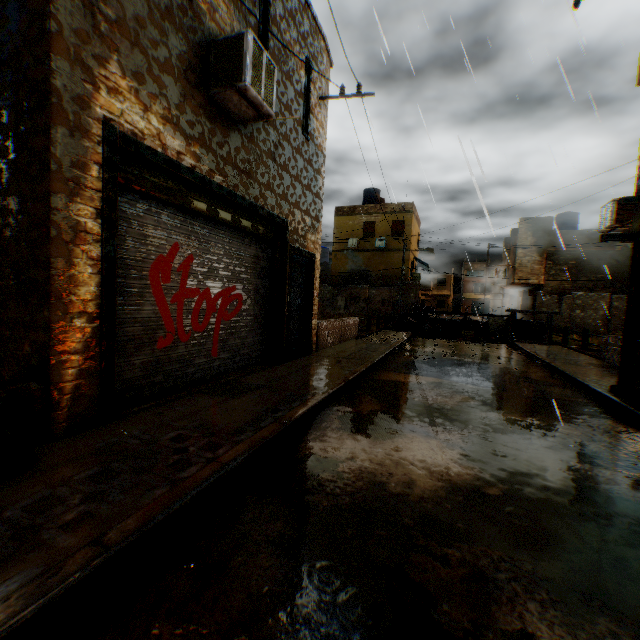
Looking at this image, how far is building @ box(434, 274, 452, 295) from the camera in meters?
58.7

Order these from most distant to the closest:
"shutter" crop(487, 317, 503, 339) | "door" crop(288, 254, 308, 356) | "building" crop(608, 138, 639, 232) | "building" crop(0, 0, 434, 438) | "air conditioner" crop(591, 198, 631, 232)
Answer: "shutter" crop(487, 317, 503, 339) < "air conditioner" crop(591, 198, 631, 232) < "door" crop(288, 254, 308, 356) < "building" crop(608, 138, 639, 232) < "building" crop(0, 0, 434, 438)

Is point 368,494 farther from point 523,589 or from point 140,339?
point 140,339

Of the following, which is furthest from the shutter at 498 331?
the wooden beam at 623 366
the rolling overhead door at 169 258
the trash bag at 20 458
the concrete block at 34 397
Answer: the concrete block at 34 397

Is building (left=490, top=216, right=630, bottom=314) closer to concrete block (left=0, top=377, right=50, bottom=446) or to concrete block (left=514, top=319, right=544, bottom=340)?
concrete block (left=0, top=377, right=50, bottom=446)

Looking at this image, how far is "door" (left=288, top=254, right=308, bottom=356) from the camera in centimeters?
831cm

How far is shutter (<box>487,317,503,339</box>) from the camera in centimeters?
1748cm

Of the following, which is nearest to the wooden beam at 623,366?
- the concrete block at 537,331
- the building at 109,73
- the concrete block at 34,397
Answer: the building at 109,73
